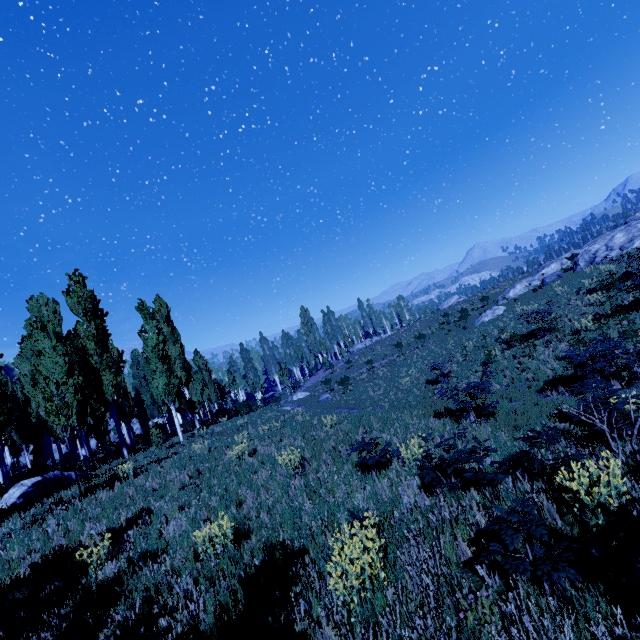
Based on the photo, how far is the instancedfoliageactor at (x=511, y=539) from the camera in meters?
3.0 m

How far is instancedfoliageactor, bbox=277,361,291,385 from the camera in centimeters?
4329cm

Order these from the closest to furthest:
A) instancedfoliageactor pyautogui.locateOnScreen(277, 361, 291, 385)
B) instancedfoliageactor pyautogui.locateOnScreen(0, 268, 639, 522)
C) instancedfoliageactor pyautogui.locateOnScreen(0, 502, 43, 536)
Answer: instancedfoliageactor pyautogui.locateOnScreen(0, 268, 639, 522), instancedfoliageactor pyautogui.locateOnScreen(0, 502, 43, 536), instancedfoliageactor pyautogui.locateOnScreen(277, 361, 291, 385)

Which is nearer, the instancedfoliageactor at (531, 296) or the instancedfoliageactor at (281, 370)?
the instancedfoliageactor at (531, 296)

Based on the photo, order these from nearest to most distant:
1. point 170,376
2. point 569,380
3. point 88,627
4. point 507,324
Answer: point 88,627 < point 569,380 < point 170,376 < point 507,324

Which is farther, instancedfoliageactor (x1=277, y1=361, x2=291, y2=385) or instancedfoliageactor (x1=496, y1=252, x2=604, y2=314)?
instancedfoliageactor (x1=277, y1=361, x2=291, y2=385)
